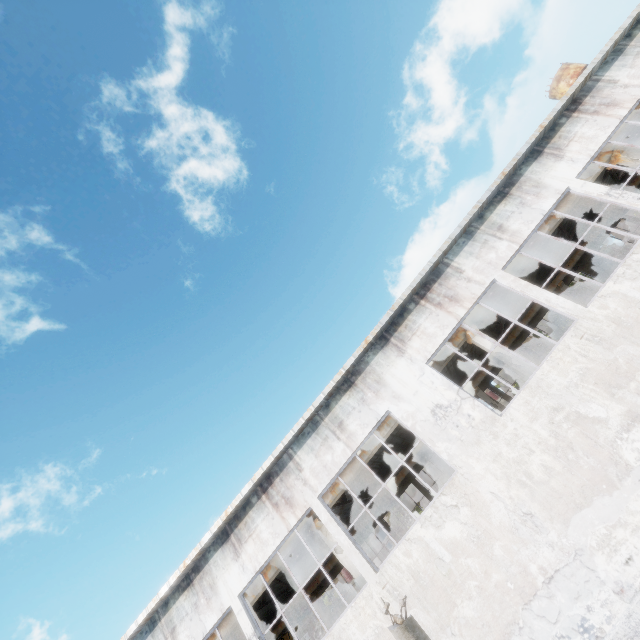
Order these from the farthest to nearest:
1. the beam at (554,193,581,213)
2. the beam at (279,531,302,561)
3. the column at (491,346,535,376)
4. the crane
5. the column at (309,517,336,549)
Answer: the crane
the beam at (554,193,581,213)
the beam at (279,531,302,561)
the column at (309,517,336,549)
the column at (491,346,535,376)

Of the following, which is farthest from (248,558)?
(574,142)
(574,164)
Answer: (574,142)

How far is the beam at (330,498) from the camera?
13.1m

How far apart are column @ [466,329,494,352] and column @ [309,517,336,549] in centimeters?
947cm

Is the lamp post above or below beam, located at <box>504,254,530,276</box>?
below

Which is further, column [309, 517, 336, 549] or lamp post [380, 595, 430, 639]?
column [309, 517, 336, 549]

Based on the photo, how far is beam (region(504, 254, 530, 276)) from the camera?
13.45m
